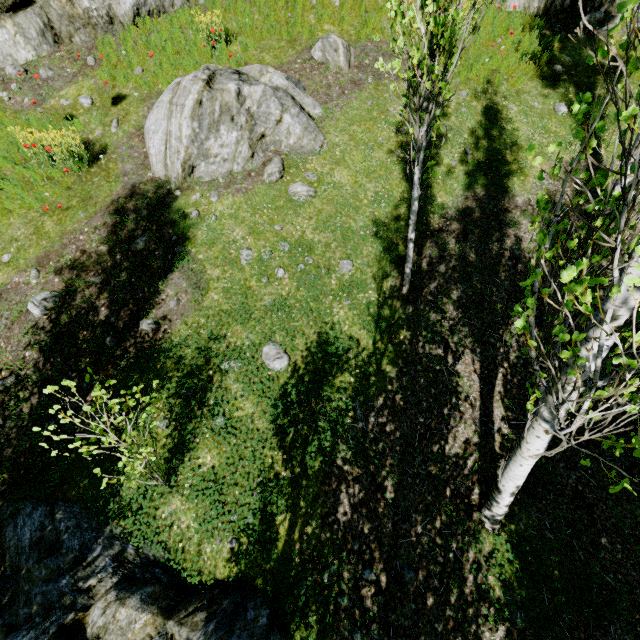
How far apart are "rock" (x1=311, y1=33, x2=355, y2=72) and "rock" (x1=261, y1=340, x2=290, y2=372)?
6.7 meters

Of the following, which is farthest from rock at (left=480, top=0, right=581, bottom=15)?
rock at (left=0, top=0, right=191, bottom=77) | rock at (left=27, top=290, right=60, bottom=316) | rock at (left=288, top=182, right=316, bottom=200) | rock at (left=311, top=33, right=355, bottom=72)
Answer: rock at (left=288, top=182, right=316, bottom=200)

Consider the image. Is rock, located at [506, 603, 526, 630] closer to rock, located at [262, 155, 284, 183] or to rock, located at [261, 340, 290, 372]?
rock, located at [262, 155, 284, 183]

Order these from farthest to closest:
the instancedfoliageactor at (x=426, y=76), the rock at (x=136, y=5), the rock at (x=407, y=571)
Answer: the rock at (x=136, y=5), the rock at (x=407, y=571), the instancedfoliageactor at (x=426, y=76)

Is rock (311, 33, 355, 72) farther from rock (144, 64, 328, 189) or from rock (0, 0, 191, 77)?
rock (0, 0, 191, 77)

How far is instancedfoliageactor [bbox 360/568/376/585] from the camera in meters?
4.1

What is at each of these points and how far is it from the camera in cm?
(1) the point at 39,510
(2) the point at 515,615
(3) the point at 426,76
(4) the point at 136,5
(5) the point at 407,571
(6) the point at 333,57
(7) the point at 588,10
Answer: (1) rock, 450
(2) rock, 385
(3) instancedfoliageactor, 382
(4) rock, 816
(5) rock, 417
(6) rock, 777
(7) rock, 851

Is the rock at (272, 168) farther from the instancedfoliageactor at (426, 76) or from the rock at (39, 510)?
the instancedfoliageactor at (426, 76)
